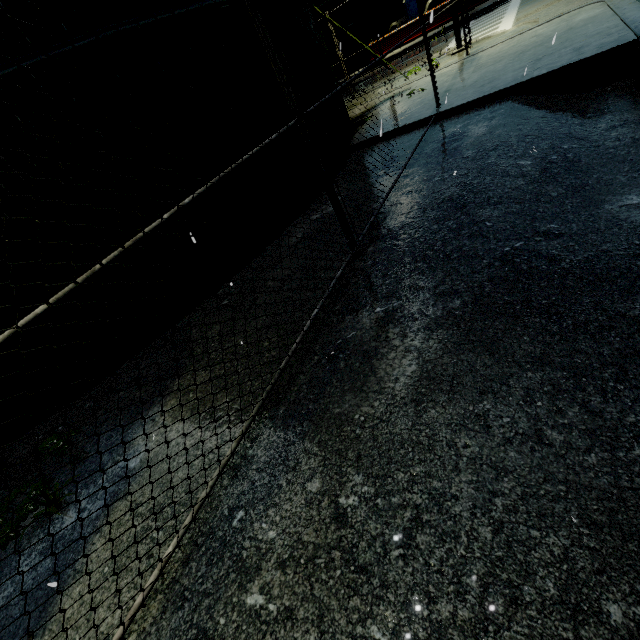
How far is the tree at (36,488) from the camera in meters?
2.7 m

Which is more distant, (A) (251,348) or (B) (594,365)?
(A) (251,348)

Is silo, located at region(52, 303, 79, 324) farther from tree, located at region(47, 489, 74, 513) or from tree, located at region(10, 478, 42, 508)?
tree, located at region(10, 478, 42, 508)

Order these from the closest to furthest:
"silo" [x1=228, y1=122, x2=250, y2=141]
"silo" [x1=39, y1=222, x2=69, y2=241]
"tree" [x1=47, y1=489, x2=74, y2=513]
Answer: "tree" [x1=47, y1=489, x2=74, y2=513], "silo" [x1=39, y1=222, x2=69, y2=241], "silo" [x1=228, y1=122, x2=250, y2=141]

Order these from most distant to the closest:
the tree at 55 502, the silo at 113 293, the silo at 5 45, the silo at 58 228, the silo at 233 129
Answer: the silo at 233 129 → the silo at 113 293 → the silo at 58 228 → the silo at 5 45 → the tree at 55 502

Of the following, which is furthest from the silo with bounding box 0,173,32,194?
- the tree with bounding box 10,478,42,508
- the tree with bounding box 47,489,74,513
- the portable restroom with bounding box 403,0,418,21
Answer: the portable restroom with bounding box 403,0,418,21

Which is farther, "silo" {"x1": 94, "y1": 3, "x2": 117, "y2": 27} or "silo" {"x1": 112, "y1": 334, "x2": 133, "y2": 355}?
"silo" {"x1": 112, "y1": 334, "x2": 133, "y2": 355}
